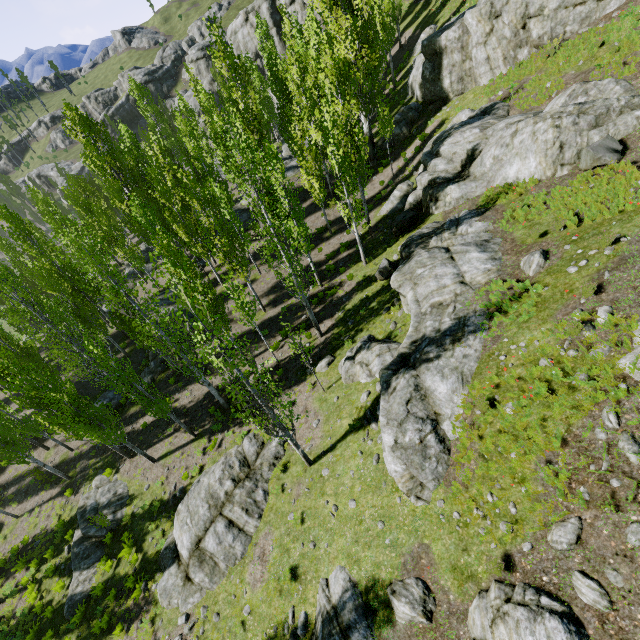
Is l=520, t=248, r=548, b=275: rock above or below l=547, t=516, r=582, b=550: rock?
above

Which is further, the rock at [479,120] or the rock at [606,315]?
the rock at [479,120]

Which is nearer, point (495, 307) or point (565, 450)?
point (565, 450)

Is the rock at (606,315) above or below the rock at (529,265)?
above

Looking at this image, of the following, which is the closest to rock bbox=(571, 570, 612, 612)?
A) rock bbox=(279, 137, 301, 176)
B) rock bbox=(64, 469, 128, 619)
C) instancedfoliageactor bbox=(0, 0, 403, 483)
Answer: instancedfoliageactor bbox=(0, 0, 403, 483)

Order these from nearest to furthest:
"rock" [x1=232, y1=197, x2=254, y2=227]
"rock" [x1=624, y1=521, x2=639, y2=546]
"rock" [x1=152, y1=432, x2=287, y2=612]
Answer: "rock" [x1=624, y1=521, x2=639, y2=546] → "rock" [x1=152, y1=432, x2=287, y2=612] → "rock" [x1=232, y1=197, x2=254, y2=227]

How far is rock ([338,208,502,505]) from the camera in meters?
9.0 m

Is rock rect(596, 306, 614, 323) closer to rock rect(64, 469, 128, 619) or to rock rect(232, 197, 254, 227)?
rock rect(64, 469, 128, 619)
